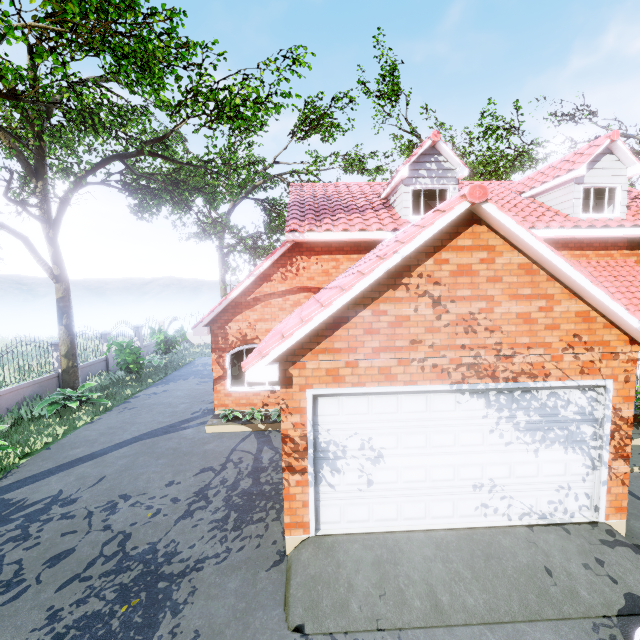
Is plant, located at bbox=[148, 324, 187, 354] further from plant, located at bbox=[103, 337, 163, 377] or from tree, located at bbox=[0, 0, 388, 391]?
tree, located at bbox=[0, 0, 388, 391]

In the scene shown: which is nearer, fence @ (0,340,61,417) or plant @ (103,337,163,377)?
fence @ (0,340,61,417)

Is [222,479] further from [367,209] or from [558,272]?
[367,209]

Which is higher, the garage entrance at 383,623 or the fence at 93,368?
the fence at 93,368

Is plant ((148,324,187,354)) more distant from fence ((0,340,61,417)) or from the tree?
the tree

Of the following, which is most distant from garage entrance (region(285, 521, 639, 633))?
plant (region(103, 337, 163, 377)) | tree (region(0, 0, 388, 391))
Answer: plant (region(103, 337, 163, 377))

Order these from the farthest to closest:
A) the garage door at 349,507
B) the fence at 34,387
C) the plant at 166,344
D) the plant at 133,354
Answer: the plant at 166,344 → the plant at 133,354 → the fence at 34,387 → the garage door at 349,507

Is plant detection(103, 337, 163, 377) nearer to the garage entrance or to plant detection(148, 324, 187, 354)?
plant detection(148, 324, 187, 354)
